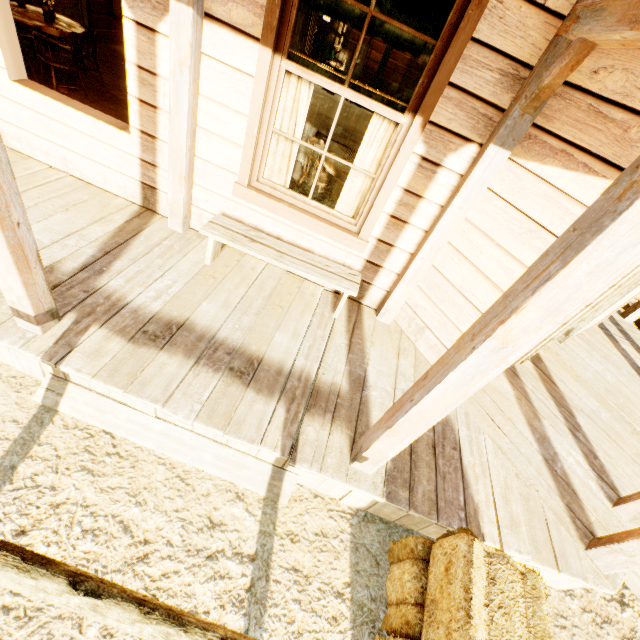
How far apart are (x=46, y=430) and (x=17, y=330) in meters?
0.7

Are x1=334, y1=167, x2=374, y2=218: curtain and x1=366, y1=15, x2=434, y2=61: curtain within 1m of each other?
yes

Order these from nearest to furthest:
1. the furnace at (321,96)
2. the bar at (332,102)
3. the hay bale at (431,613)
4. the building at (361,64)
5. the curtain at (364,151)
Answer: the hay bale at (431,613), the curtain at (364,151), the furnace at (321,96), the bar at (332,102), the building at (361,64)

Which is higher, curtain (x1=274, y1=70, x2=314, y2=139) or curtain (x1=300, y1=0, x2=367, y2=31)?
curtain (x1=300, y1=0, x2=367, y2=31)

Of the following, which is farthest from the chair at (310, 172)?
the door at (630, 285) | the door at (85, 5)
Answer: the door at (85, 5)

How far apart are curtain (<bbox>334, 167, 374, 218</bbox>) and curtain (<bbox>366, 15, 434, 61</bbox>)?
0.3 meters

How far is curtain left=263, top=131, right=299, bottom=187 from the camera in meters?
3.1 m

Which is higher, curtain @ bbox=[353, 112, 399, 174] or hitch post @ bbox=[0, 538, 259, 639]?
curtain @ bbox=[353, 112, 399, 174]
